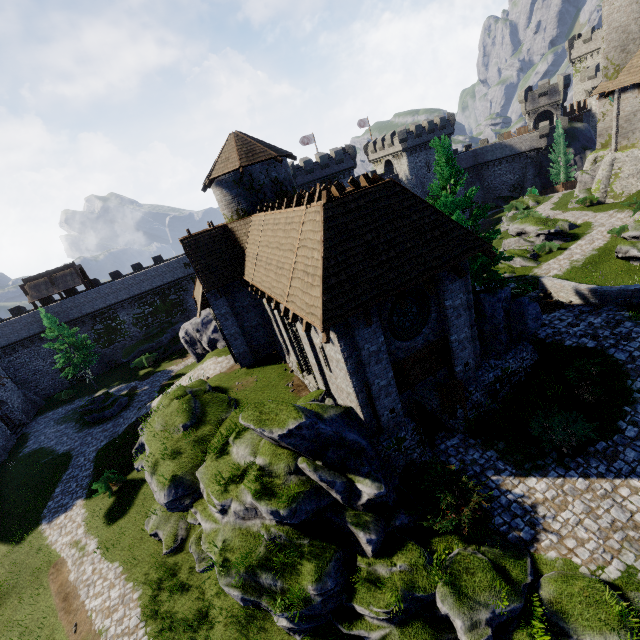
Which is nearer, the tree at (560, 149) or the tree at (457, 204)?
the tree at (457, 204)

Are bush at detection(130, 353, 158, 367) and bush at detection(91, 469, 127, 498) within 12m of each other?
no

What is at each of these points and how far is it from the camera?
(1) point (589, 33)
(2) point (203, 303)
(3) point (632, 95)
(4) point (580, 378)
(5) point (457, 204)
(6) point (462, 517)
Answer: (1) building tower, 57.97m
(2) awning, 20.30m
(3) building, 29.77m
(4) bush, 13.08m
(5) tree, 14.43m
(6) bush, 10.02m

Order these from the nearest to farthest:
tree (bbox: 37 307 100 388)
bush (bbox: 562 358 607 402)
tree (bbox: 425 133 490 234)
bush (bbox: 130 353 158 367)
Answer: bush (bbox: 562 358 607 402), tree (bbox: 425 133 490 234), tree (bbox: 37 307 100 388), bush (bbox: 130 353 158 367)

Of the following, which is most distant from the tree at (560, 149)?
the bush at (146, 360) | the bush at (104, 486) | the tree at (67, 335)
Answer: the tree at (67, 335)

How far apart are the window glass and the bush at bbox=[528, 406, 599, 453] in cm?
605

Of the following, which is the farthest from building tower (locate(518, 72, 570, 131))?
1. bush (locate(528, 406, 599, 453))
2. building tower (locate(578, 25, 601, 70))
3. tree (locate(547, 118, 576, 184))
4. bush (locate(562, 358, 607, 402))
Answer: bush (locate(528, 406, 599, 453))

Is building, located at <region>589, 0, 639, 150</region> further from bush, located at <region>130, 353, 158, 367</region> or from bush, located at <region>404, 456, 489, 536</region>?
bush, located at <region>130, 353, 158, 367</region>
